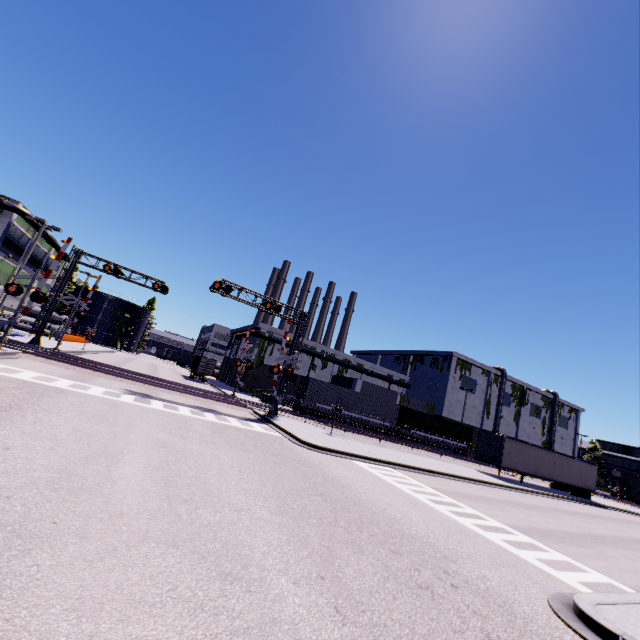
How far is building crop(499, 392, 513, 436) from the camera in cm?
5866

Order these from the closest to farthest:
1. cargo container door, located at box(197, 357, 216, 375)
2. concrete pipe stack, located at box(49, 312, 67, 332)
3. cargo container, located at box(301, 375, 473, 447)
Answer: cargo container, located at box(301, 375, 473, 447), cargo container door, located at box(197, 357, 216, 375), concrete pipe stack, located at box(49, 312, 67, 332)

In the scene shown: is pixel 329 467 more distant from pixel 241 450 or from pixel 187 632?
pixel 187 632

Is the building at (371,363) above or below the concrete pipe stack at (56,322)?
above

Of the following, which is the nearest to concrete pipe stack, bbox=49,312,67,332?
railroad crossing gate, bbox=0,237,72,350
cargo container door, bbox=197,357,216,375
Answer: cargo container door, bbox=197,357,216,375

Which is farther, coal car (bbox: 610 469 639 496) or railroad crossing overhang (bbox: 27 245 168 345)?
coal car (bbox: 610 469 639 496)

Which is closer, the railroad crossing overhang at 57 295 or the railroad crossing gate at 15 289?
the railroad crossing gate at 15 289

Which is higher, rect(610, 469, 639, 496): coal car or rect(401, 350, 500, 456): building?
rect(401, 350, 500, 456): building
